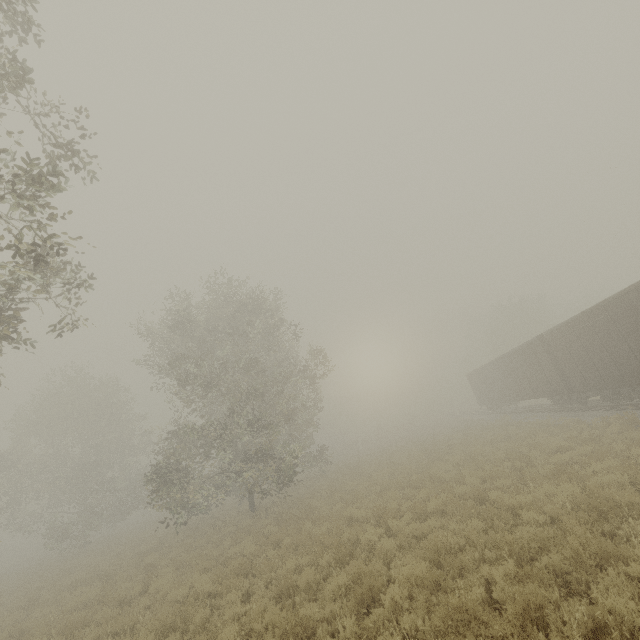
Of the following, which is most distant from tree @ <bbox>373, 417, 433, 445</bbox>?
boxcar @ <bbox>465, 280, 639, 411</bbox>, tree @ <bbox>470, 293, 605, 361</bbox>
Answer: boxcar @ <bbox>465, 280, 639, 411</bbox>

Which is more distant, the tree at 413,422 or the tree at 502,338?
the tree at 413,422

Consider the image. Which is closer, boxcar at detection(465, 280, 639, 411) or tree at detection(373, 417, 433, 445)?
boxcar at detection(465, 280, 639, 411)

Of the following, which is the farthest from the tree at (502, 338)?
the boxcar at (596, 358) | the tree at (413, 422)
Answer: the boxcar at (596, 358)

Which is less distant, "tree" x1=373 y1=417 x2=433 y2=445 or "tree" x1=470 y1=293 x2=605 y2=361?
"tree" x1=470 y1=293 x2=605 y2=361

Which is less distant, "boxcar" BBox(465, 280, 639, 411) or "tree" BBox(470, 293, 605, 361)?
"boxcar" BBox(465, 280, 639, 411)

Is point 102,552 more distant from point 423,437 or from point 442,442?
point 423,437

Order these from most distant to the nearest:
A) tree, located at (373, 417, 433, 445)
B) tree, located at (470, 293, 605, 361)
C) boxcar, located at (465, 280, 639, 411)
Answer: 1. tree, located at (373, 417, 433, 445)
2. tree, located at (470, 293, 605, 361)
3. boxcar, located at (465, 280, 639, 411)
